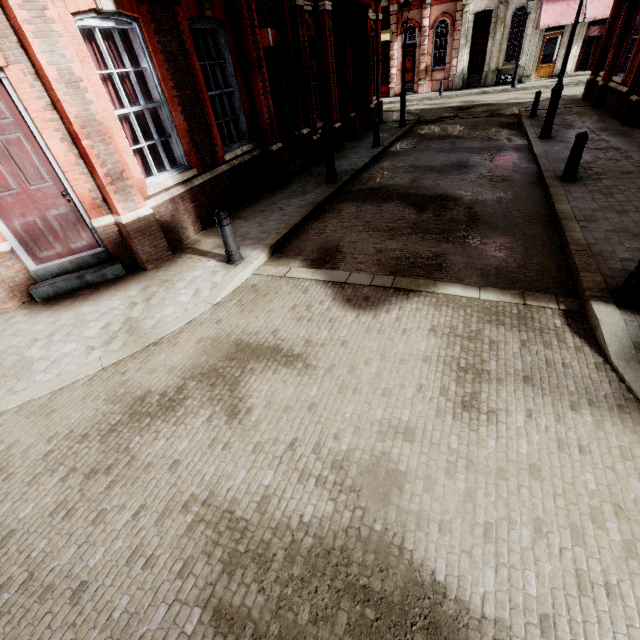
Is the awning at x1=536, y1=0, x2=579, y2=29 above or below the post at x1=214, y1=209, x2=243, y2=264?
above

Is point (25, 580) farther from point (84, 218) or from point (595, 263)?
point (595, 263)

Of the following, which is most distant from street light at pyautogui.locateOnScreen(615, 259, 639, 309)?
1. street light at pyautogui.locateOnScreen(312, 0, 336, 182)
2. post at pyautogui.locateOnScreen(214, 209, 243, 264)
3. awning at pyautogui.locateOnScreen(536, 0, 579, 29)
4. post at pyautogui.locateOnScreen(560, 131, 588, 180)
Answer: awning at pyautogui.locateOnScreen(536, 0, 579, 29)

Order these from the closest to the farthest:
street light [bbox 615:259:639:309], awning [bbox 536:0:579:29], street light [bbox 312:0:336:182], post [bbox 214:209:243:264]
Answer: street light [bbox 615:259:639:309], post [bbox 214:209:243:264], street light [bbox 312:0:336:182], awning [bbox 536:0:579:29]

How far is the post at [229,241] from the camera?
5.4m

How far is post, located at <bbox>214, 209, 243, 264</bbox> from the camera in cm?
539

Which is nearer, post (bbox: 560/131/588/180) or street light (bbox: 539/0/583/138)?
post (bbox: 560/131/588/180)

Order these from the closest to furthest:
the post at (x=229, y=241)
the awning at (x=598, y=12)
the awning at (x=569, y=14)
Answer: the post at (x=229, y=241)
the awning at (x=598, y=12)
the awning at (x=569, y=14)
